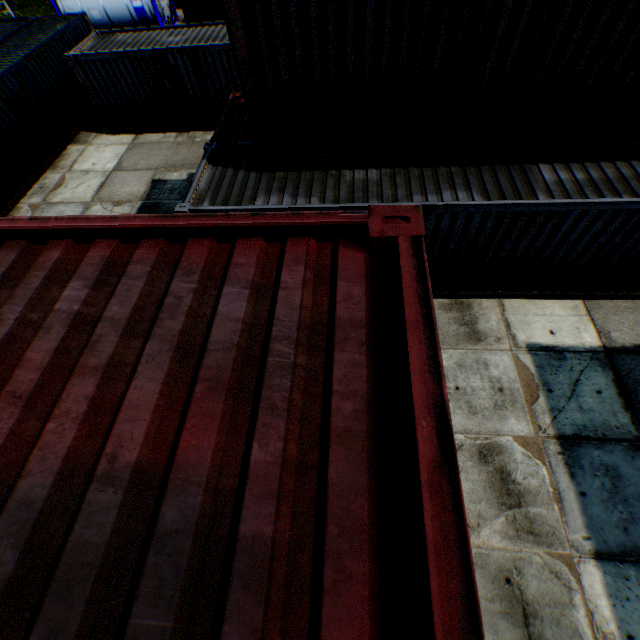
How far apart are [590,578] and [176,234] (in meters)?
8.05
